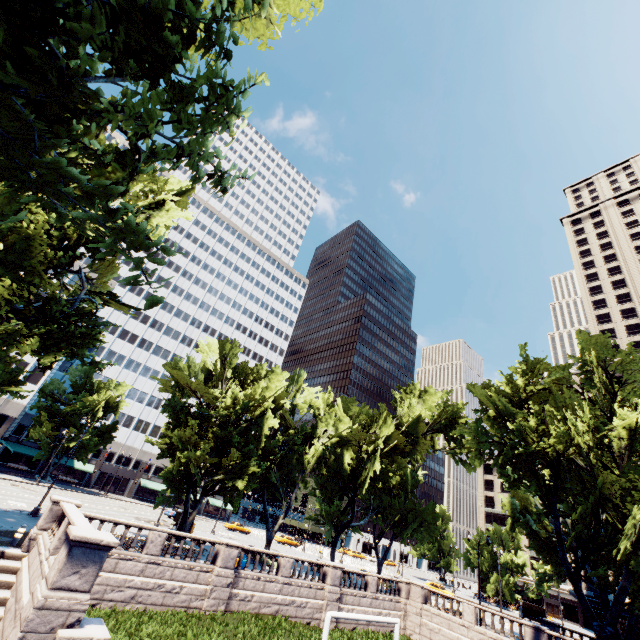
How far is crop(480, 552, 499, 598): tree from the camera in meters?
56.3

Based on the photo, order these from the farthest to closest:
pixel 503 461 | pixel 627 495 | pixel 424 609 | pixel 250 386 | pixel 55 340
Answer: pixel 250 386 < pixel 424 609 < pixel 503 461 < pixel 627 495 < pixel 55 340

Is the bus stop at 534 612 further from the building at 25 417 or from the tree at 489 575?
the building at 25 417

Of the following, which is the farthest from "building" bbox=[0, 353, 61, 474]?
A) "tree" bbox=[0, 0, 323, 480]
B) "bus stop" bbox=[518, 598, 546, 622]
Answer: "bus stop" bbox=[518, 598, 546, 622]

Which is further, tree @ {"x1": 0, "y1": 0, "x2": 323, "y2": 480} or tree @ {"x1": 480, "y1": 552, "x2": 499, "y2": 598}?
tree @ {"x1": 480, "y1": 552, "x2": 499, "y2": 598}

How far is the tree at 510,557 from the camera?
55.66m
